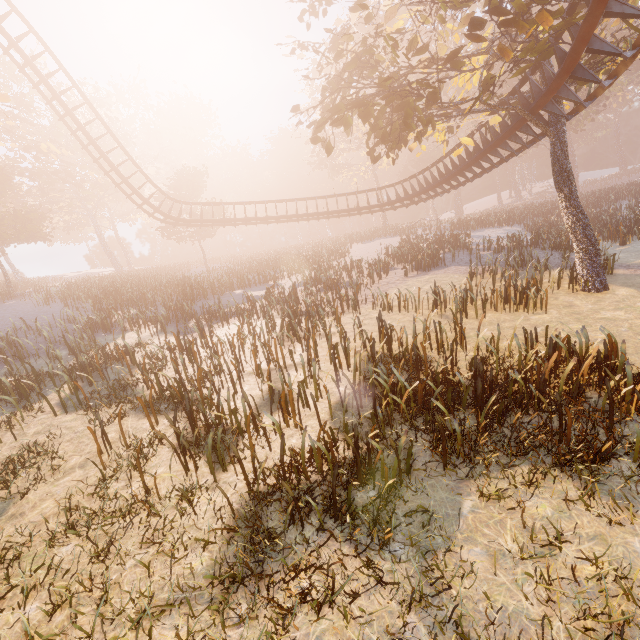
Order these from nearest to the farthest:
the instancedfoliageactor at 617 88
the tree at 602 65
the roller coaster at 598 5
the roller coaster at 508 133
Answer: the roller coaster at 598 5, the tree at 602 65, the roller coaster at 508 133, the instancedfoliageactor at 617 88

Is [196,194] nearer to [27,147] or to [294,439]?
[27,147]

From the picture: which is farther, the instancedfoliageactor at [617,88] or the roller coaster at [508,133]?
the instancedfoliageactor at [617,88]

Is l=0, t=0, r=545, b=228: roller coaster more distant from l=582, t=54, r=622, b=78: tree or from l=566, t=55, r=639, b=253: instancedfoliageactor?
l=566, t=55, r=639, b=253: instancedfoliageactor

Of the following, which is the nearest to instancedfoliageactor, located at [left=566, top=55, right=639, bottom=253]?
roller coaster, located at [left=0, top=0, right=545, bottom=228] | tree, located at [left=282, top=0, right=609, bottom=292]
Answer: tree, located at [left=282, top=0, right=609, bottom=292]

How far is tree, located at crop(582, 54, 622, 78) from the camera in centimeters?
1195cm

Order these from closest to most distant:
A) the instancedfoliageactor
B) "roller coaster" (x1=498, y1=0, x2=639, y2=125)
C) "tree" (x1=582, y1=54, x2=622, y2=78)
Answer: "roller coaster" (x1=498, y1=0, x2=639, y2=125)
"tree" (x1=582, y1=54, x2=622, y2=78)
the instancedfoliageactor
